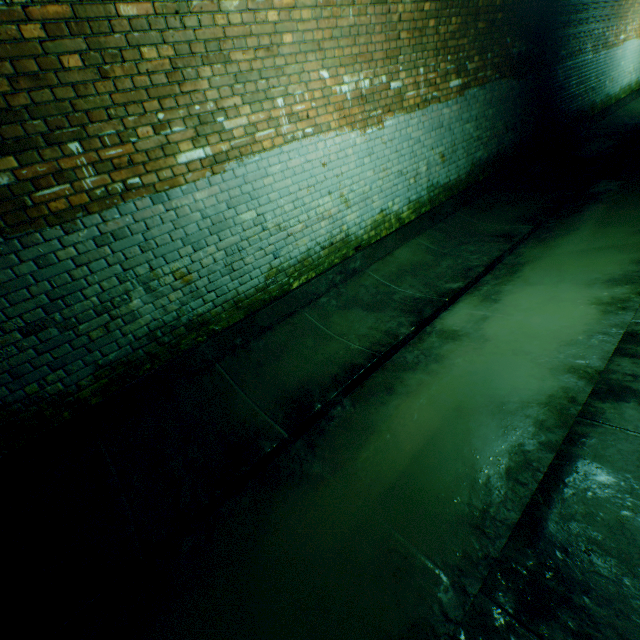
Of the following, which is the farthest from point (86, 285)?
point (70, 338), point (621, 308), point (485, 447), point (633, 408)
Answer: point (621, 308)
